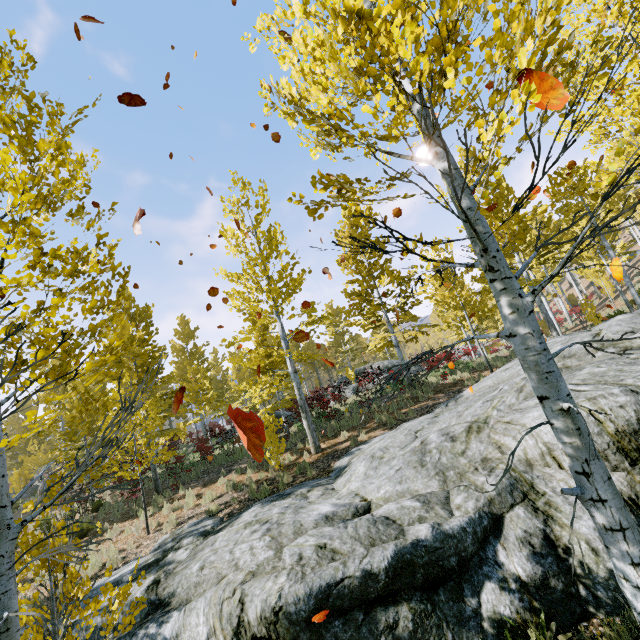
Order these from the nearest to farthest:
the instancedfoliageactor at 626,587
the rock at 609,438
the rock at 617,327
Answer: the instancedfoliageactor at 626,587 → the rock at 609,438 → the rock at 617,327

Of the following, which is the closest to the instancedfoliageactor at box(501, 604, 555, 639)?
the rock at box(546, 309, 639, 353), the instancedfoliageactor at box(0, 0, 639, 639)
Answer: the rock at box(546, 309, 639, 353)

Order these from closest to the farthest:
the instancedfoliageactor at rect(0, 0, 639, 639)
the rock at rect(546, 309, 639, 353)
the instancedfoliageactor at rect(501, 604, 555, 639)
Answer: the instancedfoliageactor at rect(0, 0, 639, 639) < the instancedfoliageactor at rect(501, 604, 555, 639) < the rock at rect(546, 309, 639, 353)

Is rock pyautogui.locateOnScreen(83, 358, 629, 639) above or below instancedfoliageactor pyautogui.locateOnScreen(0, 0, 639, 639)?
below

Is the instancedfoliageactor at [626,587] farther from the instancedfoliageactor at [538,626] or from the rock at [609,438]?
the instancedfoliageactor at [538,626]

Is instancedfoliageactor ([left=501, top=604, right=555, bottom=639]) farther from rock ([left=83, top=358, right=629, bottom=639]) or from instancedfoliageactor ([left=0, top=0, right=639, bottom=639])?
instancedfoliageactor ([left=0, top=0, right=639, bottom=639])

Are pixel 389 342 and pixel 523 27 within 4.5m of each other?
no
